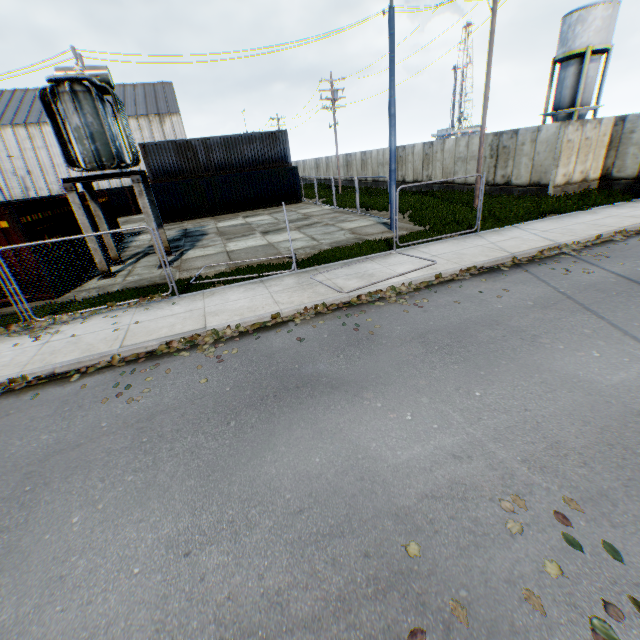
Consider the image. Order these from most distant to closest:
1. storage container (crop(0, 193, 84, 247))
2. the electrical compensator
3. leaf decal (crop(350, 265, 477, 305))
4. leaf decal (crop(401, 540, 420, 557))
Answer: the electrical compensator < storage container (crop(0, 193, 84, 247)) < leaf decal (crop(350, 265, 477, 305)) < leaf decal (crop(401, 540, 420, 557))

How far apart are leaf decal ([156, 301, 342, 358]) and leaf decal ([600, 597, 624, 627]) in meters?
6.2

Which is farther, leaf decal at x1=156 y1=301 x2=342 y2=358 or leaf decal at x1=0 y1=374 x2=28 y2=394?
leaf decal at x1=156 y1=301 x2=342 y2=358

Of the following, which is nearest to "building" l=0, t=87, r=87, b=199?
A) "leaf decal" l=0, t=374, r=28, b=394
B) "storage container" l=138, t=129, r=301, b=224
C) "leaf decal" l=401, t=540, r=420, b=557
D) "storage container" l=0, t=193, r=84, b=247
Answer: "storage container" l=138, t=129, r=301, b=224

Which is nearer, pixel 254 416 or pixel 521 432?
pixel 521 432

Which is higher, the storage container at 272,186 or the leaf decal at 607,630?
the storage container at 272,186

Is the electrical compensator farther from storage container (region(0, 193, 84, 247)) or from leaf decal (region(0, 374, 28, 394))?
leaf decal (region(0, 374, 28, 394))

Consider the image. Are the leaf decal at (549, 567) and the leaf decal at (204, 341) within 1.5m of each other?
no
